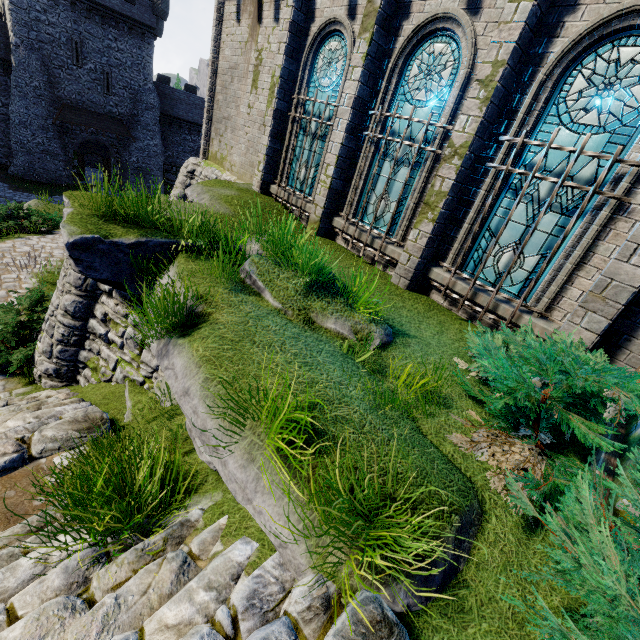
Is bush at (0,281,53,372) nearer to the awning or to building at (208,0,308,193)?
building at (208,0,308,193)

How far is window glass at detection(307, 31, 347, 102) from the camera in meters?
7.6 m

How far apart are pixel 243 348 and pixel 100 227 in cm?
314

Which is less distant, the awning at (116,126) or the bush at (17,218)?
the bush at (17,218)

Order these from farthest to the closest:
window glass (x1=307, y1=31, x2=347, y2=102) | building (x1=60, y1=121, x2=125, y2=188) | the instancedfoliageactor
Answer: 1. building (x1=60, y1=121, x2=125, y2=188)
2. window glass (x1=307, y1=31, x2=347, y2=102)
3. the instancedfoliageactor

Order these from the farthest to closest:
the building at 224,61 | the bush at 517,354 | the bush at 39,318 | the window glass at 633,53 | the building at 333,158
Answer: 1. the building at 224,61
2. the bush at 39,318
3. the building at 333,158
4. the window glass at 633,53
5. the bush at 517,354

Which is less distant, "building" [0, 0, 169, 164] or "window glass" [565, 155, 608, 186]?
"window glass" [565, 155, 608, 186]

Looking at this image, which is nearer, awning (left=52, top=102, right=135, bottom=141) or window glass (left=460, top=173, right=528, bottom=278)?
window glass (left=460, top=173, right=528, bottom=278)
